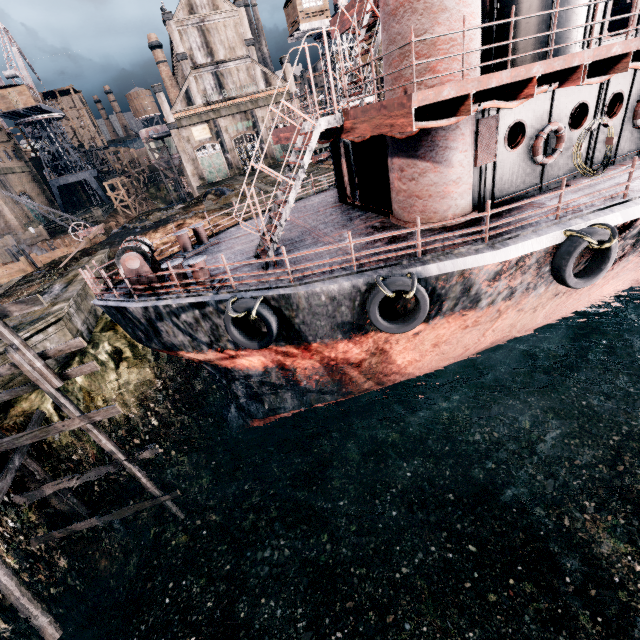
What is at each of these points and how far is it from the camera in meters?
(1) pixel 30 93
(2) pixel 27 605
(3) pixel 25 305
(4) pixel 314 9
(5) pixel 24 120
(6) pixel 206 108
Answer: (1) building, 55.7
(2) wooden scaffolding, 9.0
(3) wooden scaffolding, 7.9
(4) building, 40.8
(5) crane, 58.8
(6) building, 47.1

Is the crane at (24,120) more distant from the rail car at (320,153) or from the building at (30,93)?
the rail car at (320,153)

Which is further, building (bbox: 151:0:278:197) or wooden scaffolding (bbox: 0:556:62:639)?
building (bbox: 151:0:278:197)

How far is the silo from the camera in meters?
52.3 m

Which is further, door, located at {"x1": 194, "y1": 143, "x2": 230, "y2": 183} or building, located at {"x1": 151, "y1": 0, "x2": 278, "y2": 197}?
door, located at {"x1": 194, "y1": 143, "x2": 230, "y2": 183}

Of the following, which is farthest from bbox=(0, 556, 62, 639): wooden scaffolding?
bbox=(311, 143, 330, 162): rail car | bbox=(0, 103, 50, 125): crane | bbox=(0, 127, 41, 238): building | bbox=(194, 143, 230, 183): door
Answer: bbox=(0, 103, 50, 125): crane

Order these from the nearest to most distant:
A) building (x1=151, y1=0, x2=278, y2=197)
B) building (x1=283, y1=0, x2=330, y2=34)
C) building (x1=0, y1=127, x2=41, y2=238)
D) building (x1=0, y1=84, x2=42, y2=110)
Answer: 1. building (x1=283, y1=0, x2=330, y2=34)
2. building (x1=151, y1=0, x2=278, y2=197)
3. building (x1=0, y1=127, x2=41, y2=238)
4. building (x1=0, y1=84, x2=42, y2=110)

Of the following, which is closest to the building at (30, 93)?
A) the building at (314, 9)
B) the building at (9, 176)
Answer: the building at (9, 176)
